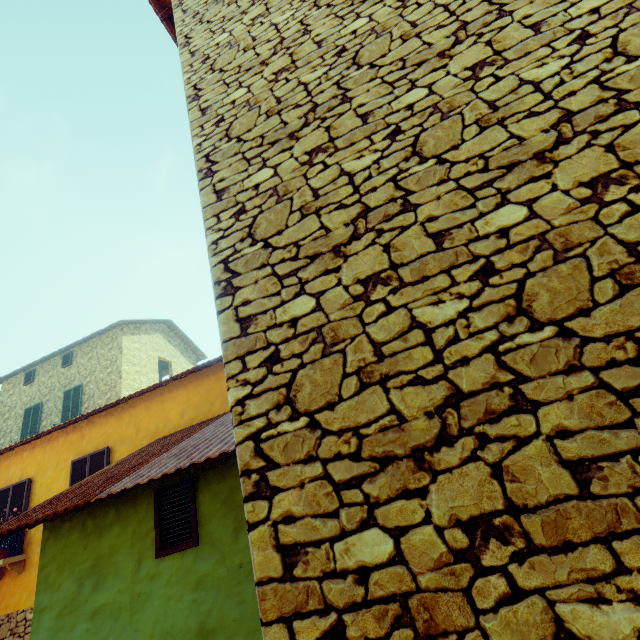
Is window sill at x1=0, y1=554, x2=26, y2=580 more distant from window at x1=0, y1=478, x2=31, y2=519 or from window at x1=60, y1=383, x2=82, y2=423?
A: window at x1=60, y1=383, x2=82, y2=423

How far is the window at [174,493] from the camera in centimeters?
360cm

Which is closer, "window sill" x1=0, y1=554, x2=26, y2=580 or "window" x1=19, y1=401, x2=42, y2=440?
"window sill" x1=0, y1=554, x2=26, y2=580

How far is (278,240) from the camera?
2.21m

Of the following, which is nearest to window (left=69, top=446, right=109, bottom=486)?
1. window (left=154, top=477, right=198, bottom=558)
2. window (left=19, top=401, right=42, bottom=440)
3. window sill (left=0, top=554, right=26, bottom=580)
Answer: window sill (left=0, top=554, right=26, bottom=580)

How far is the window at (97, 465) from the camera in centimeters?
755cm

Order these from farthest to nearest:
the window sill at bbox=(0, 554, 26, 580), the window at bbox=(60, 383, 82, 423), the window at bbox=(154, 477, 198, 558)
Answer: the window at bbox=(60, 383, 82, 423), the window sill at bbox=(0, 554, 26, 580), the window at bbox=(154, 477, 198, 558)

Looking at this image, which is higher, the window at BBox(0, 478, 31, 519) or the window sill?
the window at BBox(0, 478, 31, 519)
